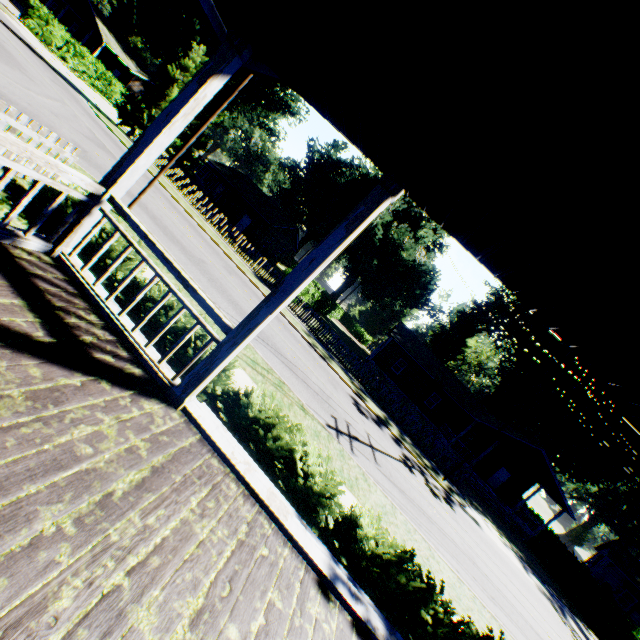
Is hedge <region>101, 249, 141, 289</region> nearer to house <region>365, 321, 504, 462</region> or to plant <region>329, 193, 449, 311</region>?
plant <region>329, 193, 449, 311</region>

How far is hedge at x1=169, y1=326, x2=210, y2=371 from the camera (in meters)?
5.86

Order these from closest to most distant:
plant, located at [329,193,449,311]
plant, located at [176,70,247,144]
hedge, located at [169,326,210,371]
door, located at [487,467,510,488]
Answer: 1. hedge, located at [169,326,210,371]
2. door, located at [487,467,510,488]
3. plant, located at [329,193,449,311]
4. plant, located at [176,70,247,144]

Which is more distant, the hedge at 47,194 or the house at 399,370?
the house at 399,370

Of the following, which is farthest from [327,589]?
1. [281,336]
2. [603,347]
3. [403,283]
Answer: [403,283]

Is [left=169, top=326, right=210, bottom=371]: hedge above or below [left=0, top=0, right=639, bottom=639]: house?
below

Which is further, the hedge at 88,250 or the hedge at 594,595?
the hedge at 594,595

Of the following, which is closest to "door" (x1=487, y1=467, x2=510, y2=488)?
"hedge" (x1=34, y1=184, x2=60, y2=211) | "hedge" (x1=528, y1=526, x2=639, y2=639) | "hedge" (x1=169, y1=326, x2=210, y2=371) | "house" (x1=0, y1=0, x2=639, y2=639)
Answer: "hedge" (x1=528, y1=526, x2=639, y2=639)
